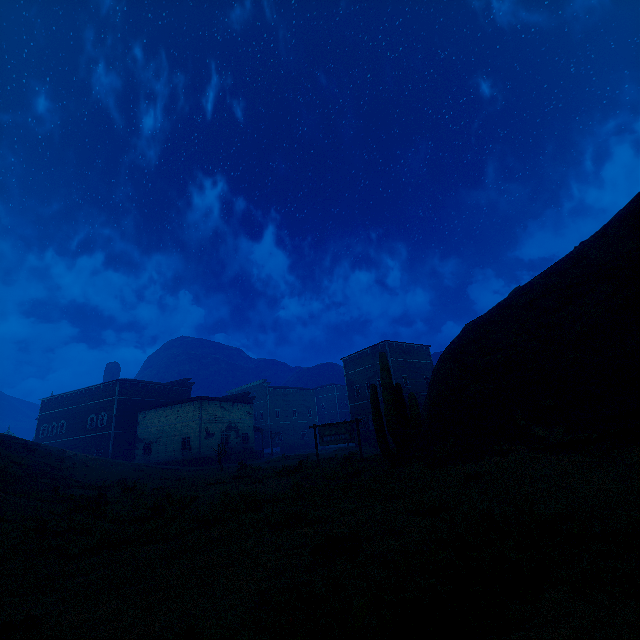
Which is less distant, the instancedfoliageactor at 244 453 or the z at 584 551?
the z at 584 551

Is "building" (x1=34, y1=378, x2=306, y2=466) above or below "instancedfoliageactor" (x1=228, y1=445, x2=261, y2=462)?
above

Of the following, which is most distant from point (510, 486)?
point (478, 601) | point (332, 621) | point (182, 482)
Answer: point (182, 482)

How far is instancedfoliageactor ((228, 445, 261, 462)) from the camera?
36.75m

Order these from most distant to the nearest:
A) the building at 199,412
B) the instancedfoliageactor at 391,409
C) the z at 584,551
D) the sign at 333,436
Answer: the building at 199,412 < the sign at 333,436 < the instancedfoliageactor at 391,409 < the z at 584,551

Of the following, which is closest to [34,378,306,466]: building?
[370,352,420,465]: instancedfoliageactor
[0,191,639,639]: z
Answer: [0,191,639,639]: z

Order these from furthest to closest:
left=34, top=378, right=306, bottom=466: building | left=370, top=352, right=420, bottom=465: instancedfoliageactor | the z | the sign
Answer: left=34, top=378, right=306, bottom=466: building → the sign → left=370, top=352, right=420, bottom=465: instancedfoliageactor → the z

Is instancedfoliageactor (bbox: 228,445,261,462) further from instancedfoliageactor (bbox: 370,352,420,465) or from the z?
instancedfoliageactor (bbox: 370,352,420,465)
